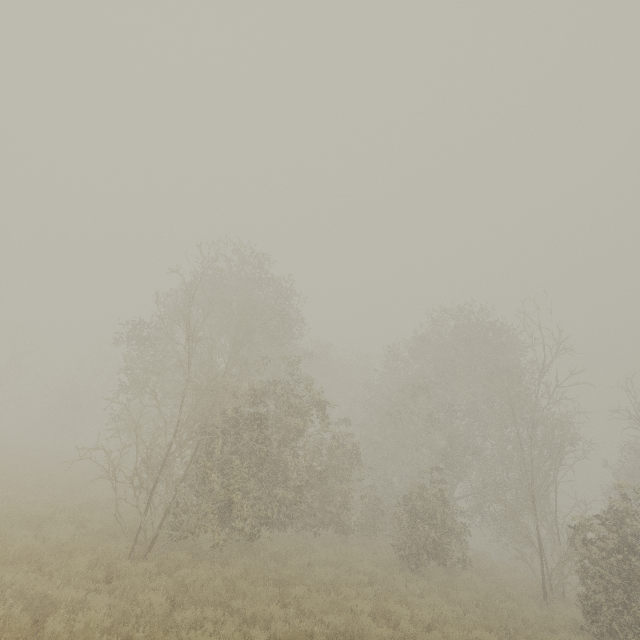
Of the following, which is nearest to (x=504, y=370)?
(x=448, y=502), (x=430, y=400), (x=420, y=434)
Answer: (x=430, y=400)
